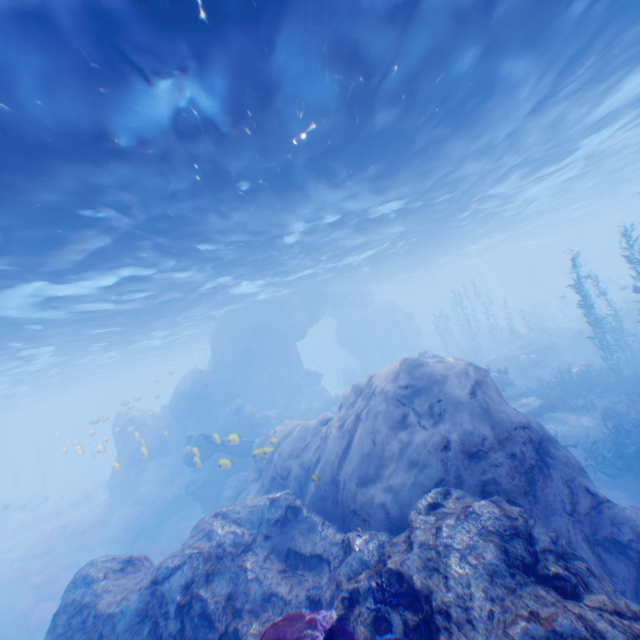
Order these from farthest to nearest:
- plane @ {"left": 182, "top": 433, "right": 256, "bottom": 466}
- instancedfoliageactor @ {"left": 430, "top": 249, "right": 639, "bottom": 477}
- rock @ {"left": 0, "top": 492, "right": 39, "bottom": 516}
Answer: rock @ {"left": 0, "top": 492, "right": 39, "bottom": 516} < plane @ {"left": 182, "top": 433, "right": 256, "bottom": 466} < instancedfoliageactor @ {"left": 430, "top": 249, "right": 639, "bottom": 477}

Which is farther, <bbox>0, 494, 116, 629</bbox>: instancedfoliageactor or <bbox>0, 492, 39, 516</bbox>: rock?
<bbox>0, 492, 39, 516</bbox>: rock

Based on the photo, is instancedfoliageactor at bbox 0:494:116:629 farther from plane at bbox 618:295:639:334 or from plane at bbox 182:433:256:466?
plane at bbox 618:295:639:334

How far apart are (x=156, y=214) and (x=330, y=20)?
7.7 meters

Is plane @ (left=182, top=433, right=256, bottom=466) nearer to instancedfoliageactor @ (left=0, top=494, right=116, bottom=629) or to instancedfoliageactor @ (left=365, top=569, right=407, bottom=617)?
instancedfoliageactor @ (left=0, top=494, right=116, bottom=629)

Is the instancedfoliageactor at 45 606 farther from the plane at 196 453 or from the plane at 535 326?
the plane at 535 326

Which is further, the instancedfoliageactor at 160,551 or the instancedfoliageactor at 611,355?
the instancedfoliageactor at 160,551

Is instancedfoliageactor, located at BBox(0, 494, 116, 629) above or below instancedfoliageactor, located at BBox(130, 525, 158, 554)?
below
